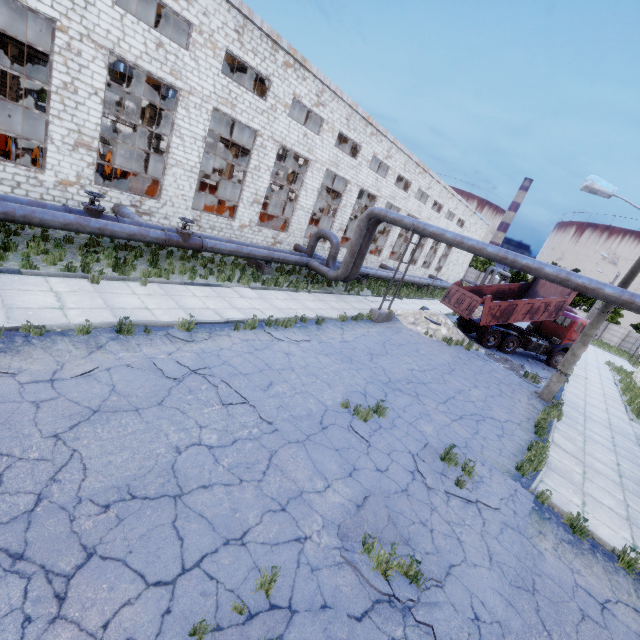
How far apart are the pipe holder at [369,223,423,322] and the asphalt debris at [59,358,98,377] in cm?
1248

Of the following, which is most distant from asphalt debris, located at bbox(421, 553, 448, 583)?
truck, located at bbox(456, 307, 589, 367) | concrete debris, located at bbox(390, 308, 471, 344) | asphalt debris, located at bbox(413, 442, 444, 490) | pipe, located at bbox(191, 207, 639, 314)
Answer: truck, located at bbox(456, 307, 589, 367)

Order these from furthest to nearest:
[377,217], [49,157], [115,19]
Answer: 1. [377,217]
2. [49,157]
3. [115,19]

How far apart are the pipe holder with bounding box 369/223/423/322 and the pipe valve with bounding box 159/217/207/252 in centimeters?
839cm

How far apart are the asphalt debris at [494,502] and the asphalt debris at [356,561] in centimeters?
144cm

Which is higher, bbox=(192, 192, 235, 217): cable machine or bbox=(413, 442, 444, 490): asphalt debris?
bbox=(192, 192, 235, 217): cable machine

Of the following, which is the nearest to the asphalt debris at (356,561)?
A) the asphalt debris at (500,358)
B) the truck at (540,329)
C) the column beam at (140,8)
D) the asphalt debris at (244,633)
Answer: the asphalt debris at (244,633)

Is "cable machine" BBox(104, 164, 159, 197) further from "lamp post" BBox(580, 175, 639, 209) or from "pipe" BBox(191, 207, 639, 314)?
"lamp post" BBox(580, 175, 639, 209)
